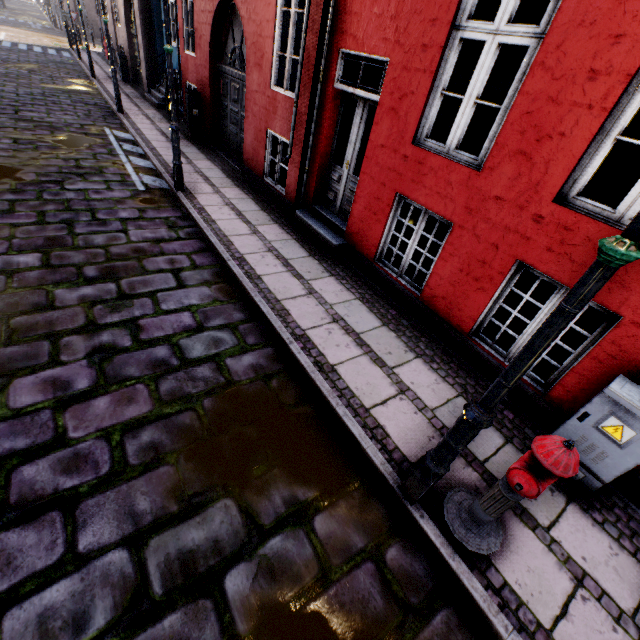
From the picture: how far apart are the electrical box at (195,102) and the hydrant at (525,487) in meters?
11.4 m

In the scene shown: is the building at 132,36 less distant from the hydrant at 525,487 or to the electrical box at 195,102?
the electrical box at 195,102

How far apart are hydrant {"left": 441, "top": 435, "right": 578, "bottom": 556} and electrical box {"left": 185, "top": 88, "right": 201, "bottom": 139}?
11.45m

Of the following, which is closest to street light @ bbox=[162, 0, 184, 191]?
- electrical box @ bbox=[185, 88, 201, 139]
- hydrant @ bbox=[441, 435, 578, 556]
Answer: hydrant @ bbox=[441, 435, 578, 556]

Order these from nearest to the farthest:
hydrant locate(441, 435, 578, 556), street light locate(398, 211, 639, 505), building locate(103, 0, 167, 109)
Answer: street light locate(398, 211, 639, 505) → hydrant locate(441, 435, 578, 556) → building locate(103, 0, 167, 109)

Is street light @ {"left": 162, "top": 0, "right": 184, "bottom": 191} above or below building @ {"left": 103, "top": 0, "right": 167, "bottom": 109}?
below

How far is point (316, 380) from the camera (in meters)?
3.52
